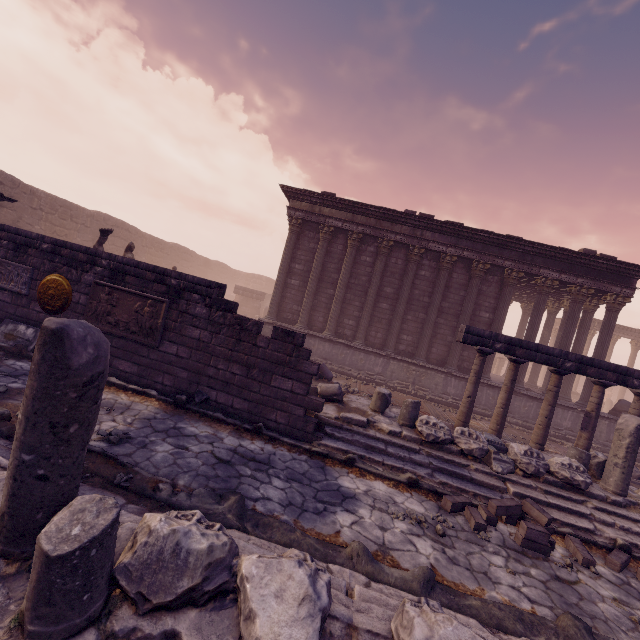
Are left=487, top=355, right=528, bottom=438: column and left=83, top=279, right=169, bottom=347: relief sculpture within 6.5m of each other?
no

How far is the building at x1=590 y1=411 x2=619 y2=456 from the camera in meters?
13.1

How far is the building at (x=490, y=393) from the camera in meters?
13.7

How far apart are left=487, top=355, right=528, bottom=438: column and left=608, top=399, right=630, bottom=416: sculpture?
7.8m

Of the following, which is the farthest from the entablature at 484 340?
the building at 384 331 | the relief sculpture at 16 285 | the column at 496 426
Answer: the relief sculpture at 16 285

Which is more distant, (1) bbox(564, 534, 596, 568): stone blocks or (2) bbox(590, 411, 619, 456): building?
(2) bbox(590, 411, 619, 456): building

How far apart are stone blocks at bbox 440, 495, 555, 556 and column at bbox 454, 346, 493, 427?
3.4m

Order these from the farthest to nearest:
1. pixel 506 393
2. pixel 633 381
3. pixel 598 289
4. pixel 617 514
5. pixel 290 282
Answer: pixel 290 282 → pixel 598 289 → pixel 506 393 → pixel 633 381 → pixel 617 514
